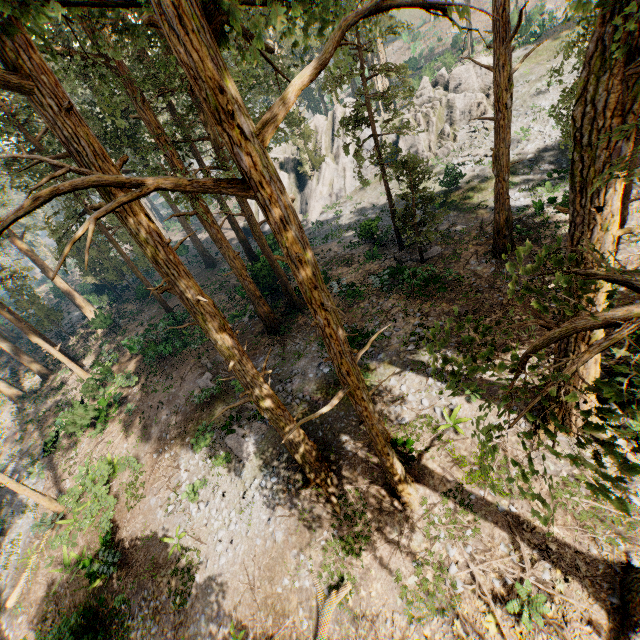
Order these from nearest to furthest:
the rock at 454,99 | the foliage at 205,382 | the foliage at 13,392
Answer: the foliage at 205,382 < the foliage at 13,392 < the rock at 454,99

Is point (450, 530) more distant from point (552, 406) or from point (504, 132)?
point (504, 132)

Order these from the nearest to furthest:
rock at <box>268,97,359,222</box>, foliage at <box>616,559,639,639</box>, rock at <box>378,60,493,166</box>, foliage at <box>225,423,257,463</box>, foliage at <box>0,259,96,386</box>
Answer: foliage at <box>616,559,639,639</box>, foliage at <box>225,423,257,463</box>, foliage at <box>0,259,96,386</box>, rock at <box>378,60,493,166</box>, rock at <box>268,97,359,222</box>

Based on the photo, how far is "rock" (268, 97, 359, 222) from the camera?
37.97m

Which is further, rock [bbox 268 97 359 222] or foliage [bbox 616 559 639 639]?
rock [bbox 268 97 359 222]

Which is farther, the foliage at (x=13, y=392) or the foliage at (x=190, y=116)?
the foliage at (x=13, y=392)
